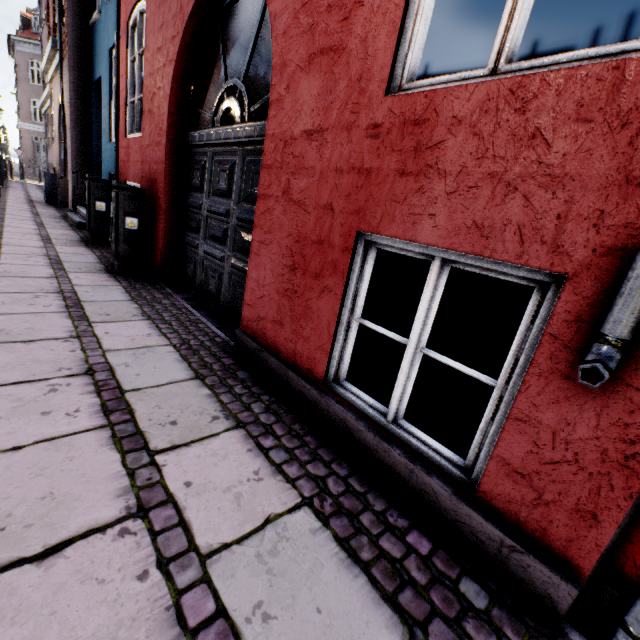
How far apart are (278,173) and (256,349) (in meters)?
1.47

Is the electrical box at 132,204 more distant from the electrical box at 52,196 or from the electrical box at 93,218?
the electrical box at 52,196

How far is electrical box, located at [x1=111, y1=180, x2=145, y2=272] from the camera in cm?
459

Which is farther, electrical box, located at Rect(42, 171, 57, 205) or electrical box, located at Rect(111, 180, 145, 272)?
electrical box, located at Rect(42, 171, 57, 205)

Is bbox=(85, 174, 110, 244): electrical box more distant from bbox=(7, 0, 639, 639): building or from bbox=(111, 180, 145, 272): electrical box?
bbox=(111, 180, 145, 272): electrical box

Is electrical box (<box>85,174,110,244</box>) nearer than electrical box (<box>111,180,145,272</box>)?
No

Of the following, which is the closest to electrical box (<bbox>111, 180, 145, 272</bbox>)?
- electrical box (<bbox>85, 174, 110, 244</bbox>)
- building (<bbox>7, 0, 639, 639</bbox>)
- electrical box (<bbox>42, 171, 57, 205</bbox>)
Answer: building (<bbox>7, 0, 639, 639</bbox>)

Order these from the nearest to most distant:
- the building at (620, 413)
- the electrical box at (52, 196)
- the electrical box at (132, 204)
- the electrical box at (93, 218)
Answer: the building at (620, 413)
the electrical box at (132, 204)
the electrical box at (93, 218)
the electrical box at (52, 196)
